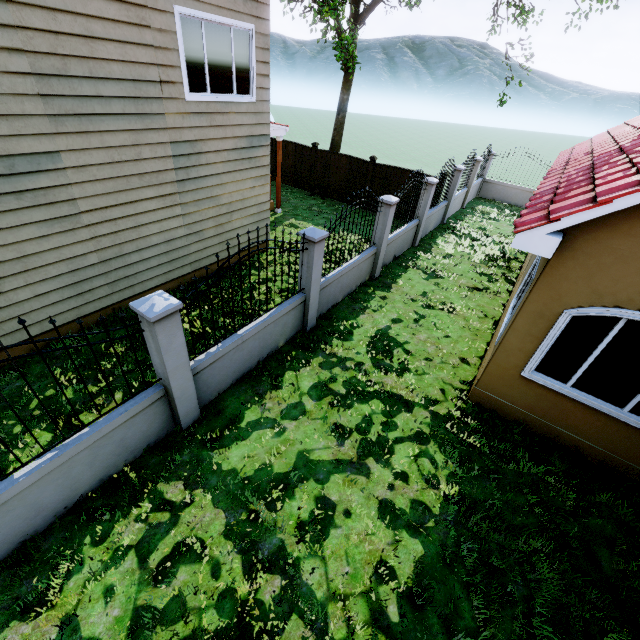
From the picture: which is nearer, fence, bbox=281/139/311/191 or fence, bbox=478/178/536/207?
fence, bbox=281/139/311/191

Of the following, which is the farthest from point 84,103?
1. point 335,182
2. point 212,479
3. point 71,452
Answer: point 335,182

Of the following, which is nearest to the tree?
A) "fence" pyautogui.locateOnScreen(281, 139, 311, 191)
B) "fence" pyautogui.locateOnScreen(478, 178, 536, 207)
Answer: "fence" pyautogui.locateOnScreen(281, 139, 311, 191)

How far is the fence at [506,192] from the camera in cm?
1750

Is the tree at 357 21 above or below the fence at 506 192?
above

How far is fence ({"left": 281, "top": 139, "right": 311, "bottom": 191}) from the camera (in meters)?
15.38
